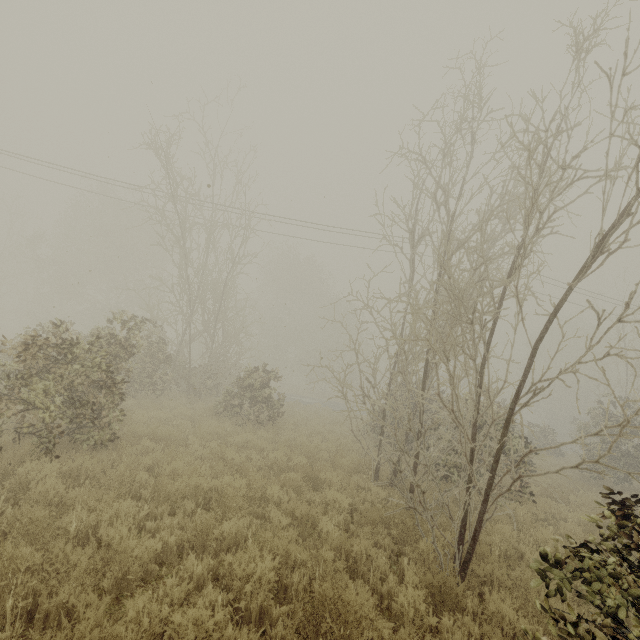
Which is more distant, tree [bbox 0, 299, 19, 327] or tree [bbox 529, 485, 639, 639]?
tree [bbox 0, 299, 19, 327]

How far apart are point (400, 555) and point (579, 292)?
22.9m

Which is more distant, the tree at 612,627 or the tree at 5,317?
the tree at 5,317
